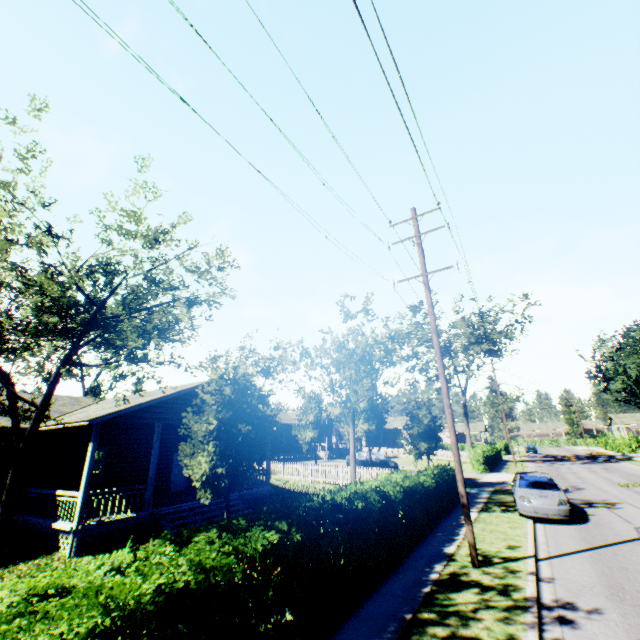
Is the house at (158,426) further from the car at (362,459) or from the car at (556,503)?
the car at (362,459)

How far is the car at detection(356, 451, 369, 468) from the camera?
29.9 meters

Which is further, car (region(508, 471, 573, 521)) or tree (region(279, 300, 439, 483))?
tree (region(279, 300, 439, 483))

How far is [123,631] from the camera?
3.3 meters

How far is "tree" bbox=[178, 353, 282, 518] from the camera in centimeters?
1046cm

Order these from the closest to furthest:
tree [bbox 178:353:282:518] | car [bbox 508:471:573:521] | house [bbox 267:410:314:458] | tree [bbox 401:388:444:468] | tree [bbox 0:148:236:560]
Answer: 1. tree [bbox 0:148:236:560]
2. tree [bbox 178:353:282:518]
3. car [bbox 508:471:573:521]
4. tree [bbox 401:388:444:468]
5. house [bbox 267:410:314:458]

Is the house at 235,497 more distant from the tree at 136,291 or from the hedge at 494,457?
the hedge at 494,457

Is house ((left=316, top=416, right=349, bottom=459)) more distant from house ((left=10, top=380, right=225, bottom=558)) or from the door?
the door
